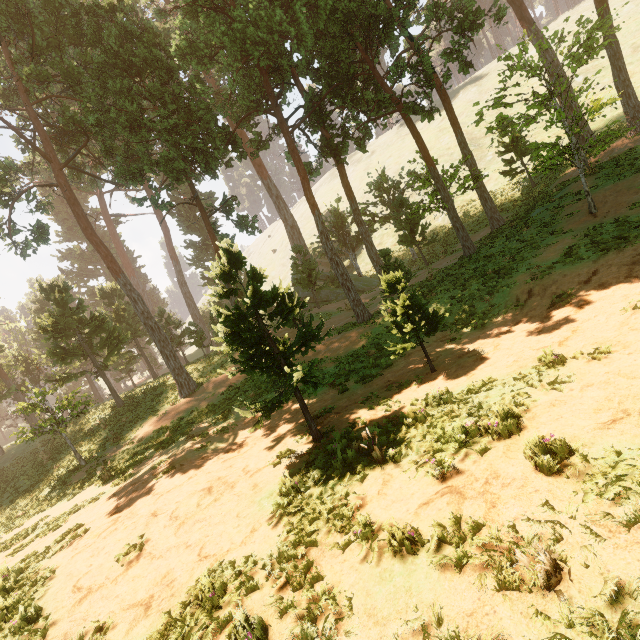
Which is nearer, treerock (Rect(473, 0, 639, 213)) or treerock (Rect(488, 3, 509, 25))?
treerock (Rect(473, 0, 639, 213))

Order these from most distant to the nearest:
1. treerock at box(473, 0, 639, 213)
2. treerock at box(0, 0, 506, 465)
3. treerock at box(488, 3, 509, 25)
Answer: treerock at box(488, 3, 509, 25)
treerock at box(473, 0, 639, 213)
treerock at box(0, 0, 506, 465)

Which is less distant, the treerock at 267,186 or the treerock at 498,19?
the treerock at 267,186

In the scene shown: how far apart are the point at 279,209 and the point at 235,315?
29.2 meters

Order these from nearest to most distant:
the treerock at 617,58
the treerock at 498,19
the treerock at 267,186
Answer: the treerock at 267,186
the treerock at 617,58
the treerock at 498,19
